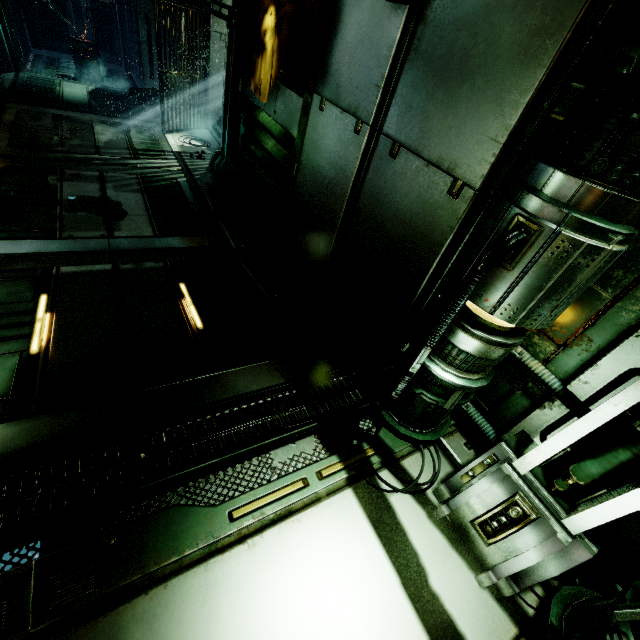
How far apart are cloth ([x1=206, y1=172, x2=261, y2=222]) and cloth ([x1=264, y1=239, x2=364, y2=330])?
1.4 meters

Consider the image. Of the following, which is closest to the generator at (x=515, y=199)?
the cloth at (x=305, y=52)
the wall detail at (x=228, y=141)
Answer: the cloth at (x=305, y=52)

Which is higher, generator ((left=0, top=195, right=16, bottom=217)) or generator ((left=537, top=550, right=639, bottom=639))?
generator ((left=537, top=550, right=639, bottom=639))

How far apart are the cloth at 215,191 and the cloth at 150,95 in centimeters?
614cm

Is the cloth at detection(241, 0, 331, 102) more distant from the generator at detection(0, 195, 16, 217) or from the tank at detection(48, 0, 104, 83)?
the tank at detection(48, 0, 104, 83)

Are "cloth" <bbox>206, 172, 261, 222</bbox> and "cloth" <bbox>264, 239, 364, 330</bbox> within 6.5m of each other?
yes

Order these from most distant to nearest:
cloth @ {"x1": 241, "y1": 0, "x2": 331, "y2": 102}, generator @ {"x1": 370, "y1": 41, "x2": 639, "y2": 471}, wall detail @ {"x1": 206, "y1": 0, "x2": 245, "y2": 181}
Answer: wall detail @ {"x1": 206, "y1": 0, "x2": 245, "y2": 181}
cloth @ {"x1": 241, "y1": 0, "x2": 331, "y2": 102}
generator @ {"x1": 370, "y1": 41, "x2": 639, "y2": 471}

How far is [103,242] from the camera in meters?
5.2
